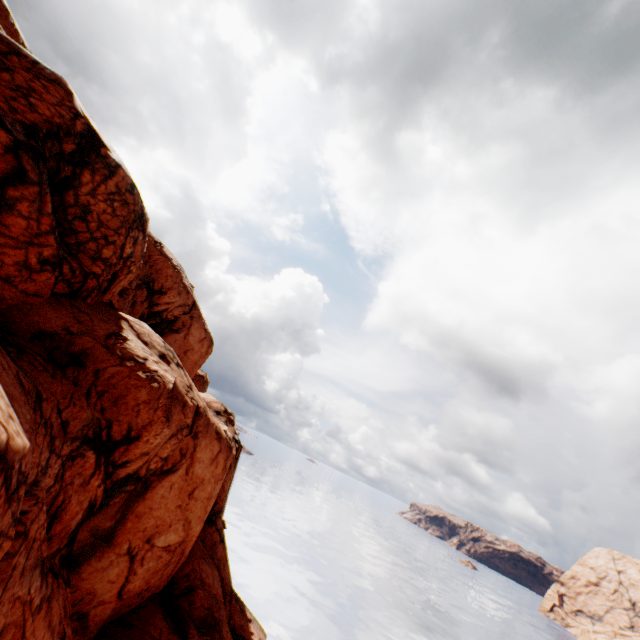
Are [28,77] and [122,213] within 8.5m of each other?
yes
